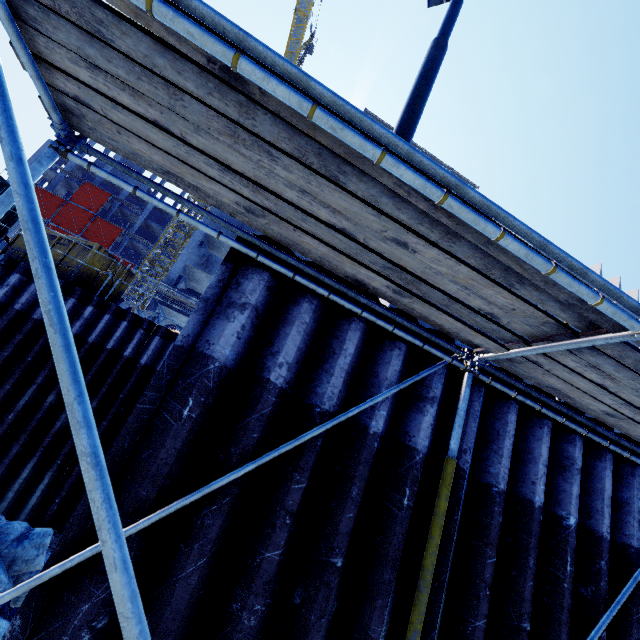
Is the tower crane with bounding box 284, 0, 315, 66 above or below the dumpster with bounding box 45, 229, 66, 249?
above

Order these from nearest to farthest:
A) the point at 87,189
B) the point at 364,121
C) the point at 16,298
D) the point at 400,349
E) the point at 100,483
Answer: the point at 100,483 → the point at 364,121 → the point at 400,349 → the point at 16,298 → the point at 87,189

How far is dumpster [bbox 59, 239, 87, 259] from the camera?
10.6m

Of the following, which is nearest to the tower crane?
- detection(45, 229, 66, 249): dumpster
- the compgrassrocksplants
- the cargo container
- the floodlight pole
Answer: the cargo container

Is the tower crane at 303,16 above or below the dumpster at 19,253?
above

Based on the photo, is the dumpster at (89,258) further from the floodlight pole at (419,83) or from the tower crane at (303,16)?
the tower crane at (303,16)
